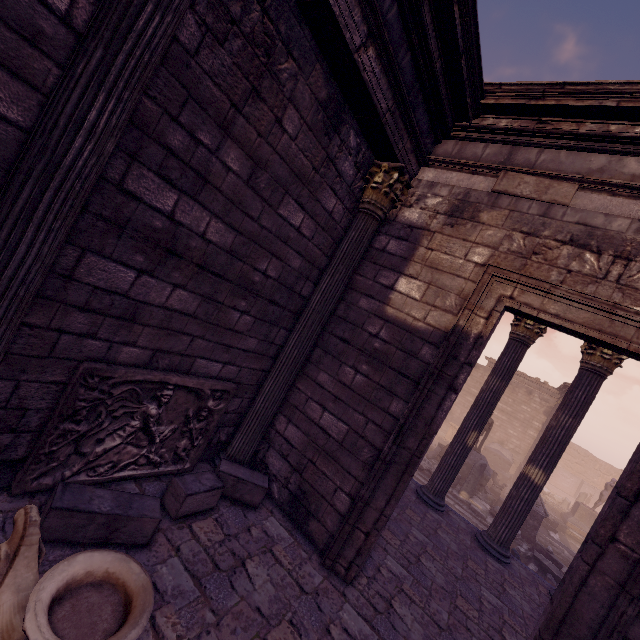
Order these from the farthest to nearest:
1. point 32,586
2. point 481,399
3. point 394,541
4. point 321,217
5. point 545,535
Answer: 1. point 545,535
2. point 481,399
3. point 394,541
4. point 321,217
5. point 32,586

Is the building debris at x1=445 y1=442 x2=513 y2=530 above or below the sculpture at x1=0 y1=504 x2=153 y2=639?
below

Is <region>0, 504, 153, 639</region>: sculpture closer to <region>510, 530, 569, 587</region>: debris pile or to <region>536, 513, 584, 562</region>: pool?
<region>510, 530, 569, 587</region>: debris pile

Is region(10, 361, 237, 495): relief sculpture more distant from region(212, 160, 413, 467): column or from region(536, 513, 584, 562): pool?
region(536, 513, 584, 562): pool

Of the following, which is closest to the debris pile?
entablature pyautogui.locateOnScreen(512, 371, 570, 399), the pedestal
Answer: the pedestal

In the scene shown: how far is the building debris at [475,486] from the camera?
12.8m

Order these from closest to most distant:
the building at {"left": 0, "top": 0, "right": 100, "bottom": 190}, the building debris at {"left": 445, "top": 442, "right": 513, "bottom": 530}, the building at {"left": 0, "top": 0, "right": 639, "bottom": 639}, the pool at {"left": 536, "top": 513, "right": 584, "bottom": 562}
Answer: the building at {"left": 0, "top": 0, "right": 100, "bottom": 190}, the building at {"left": 0, "top": 0, "right": 639, "bottom": 639}, the building debris at {"left": 445, "top": 442, "right": 513, "bottom": 530}, the pool at {"left": 536, "top": 513, "right": 584, "bottom": 562}

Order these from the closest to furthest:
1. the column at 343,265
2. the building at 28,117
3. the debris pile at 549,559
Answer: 1. the building at 28,117
2. the column at 343,265
3. the debris pile at 549,559
